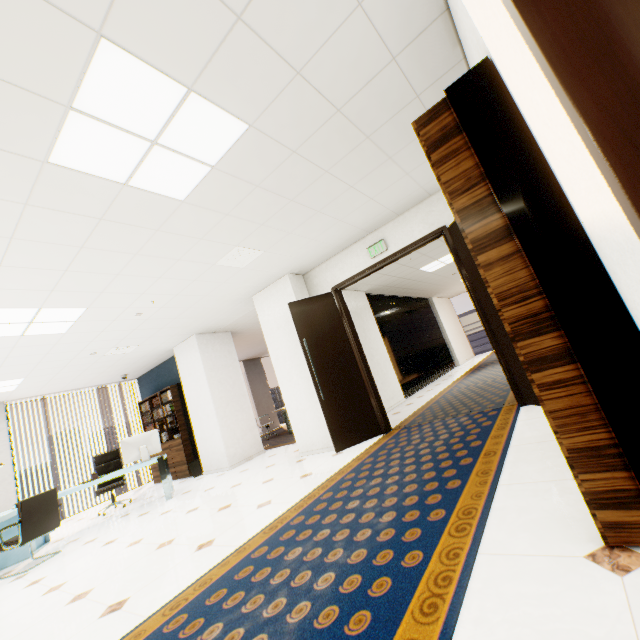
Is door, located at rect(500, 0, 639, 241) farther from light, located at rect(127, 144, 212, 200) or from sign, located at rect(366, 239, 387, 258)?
sign, located at rect(366, 239, 387, 258)

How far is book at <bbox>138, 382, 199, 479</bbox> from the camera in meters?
7.6 m

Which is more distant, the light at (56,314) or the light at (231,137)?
the light at (56,314)

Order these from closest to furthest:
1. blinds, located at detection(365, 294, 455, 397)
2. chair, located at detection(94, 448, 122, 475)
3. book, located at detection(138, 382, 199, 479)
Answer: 1. chair, located at detection(94, 448, 122, 475)
2. book, located at detection(138, 382, 199, 479)
3. blinds, located at detection(365, 294, 455, 397)

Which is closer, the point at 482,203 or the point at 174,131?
the point at 482,203

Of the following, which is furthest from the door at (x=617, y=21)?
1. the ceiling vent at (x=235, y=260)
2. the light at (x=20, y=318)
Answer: the light at (x=20, y=318)

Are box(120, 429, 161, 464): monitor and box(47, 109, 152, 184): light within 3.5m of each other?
no

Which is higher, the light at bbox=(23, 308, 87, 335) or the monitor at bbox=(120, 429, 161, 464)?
the light at bbox=(23, 308, 87, 335)
